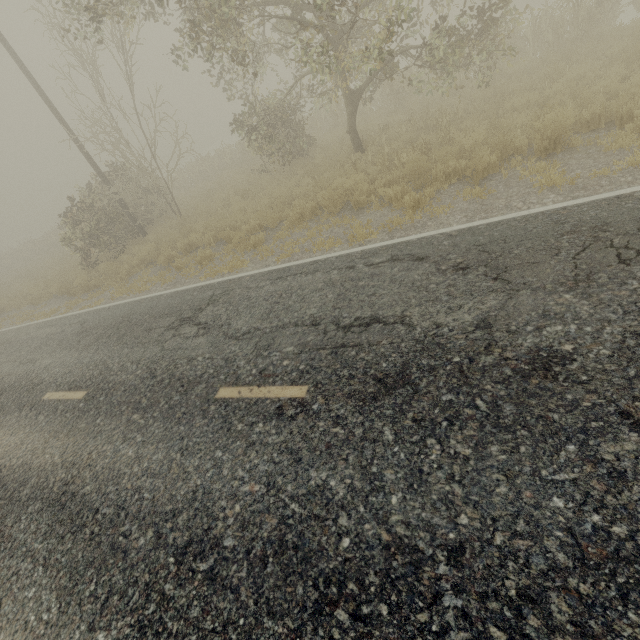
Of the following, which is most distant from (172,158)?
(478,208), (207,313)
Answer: (478,208)
